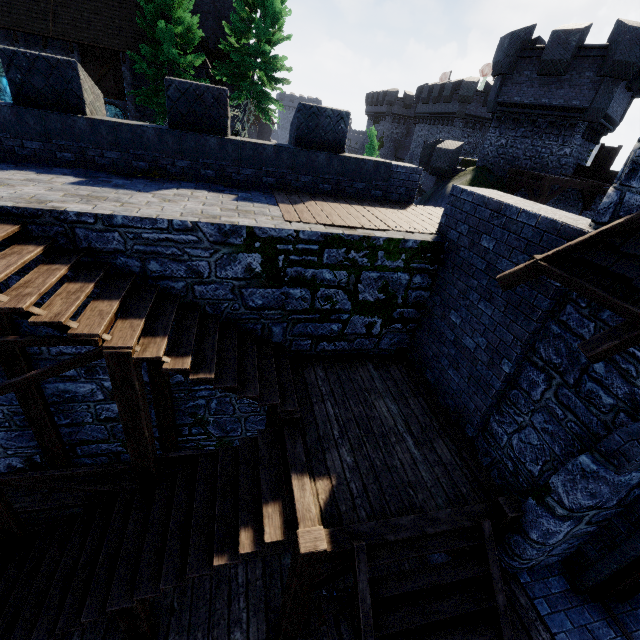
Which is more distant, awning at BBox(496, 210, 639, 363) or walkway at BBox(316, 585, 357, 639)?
walkway at BBox(316, 585, 357, 639)

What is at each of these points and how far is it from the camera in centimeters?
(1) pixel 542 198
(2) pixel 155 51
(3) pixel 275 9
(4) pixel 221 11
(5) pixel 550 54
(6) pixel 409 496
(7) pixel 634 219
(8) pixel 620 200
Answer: (1) walkway, 1703cm
(2) tree, 1898cm
(3) tree, 1973cm
(4) building, 2384cm
(5) building tower, 1655cm
(6) stairs, 474cm
(7) awning, 312cm
(8) building tower, 368cm

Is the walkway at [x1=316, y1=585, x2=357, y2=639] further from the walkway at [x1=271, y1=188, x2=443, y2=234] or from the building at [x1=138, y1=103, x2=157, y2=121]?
the building at [x1=138, y1=103, x2=157, y2=121]

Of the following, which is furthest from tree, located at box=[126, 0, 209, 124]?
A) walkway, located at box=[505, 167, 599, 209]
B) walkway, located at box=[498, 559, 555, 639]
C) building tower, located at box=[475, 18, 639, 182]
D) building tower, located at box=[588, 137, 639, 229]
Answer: walkway, located at box=[498, 559, 555, 639]

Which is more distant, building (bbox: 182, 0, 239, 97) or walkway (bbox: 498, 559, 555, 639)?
building (bbox: 182, 0, 239, 97)

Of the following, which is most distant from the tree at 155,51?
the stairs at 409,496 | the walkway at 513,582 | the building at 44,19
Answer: the walkway at 513,582

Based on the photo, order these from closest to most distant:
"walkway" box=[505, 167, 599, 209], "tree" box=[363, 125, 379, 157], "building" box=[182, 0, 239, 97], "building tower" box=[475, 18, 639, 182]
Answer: "building tower" box=[475, 18, 639, 182], "walkway" box=[505, 167, 599, 209], "building" box=[182, 0, 239, 97], "tree" box=[363, 125, 379, 157]

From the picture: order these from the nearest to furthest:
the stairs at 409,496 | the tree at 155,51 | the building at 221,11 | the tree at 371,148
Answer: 1. the stairs at 409,496
2. the tree at 155,51
3. the building at 221,11
4. the tree at 371,148
